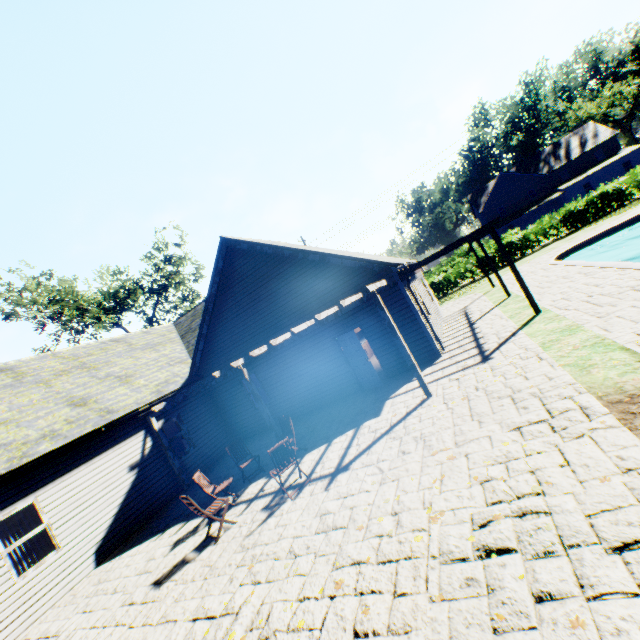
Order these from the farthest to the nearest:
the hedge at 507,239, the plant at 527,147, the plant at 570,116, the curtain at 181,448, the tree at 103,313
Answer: the plant at 527,147
the plant at 570,116
the tree at 103,313
the hedge at 507,239
the curtain at 181,448

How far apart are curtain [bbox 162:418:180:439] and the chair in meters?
6.3

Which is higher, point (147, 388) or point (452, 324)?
point (147, 388)

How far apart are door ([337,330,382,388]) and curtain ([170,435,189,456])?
7.5 meters

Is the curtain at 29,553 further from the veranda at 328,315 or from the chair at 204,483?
the chair at 204,483

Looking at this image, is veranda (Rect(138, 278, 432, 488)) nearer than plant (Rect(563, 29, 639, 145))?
Yes

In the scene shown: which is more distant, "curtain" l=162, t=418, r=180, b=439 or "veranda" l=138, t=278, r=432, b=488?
"curtain" l=162, t=418, r=180, b=439

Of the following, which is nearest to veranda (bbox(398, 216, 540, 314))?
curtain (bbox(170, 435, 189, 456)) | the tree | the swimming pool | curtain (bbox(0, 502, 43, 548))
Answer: curtain (bbox(170, 435, 189, 456))
